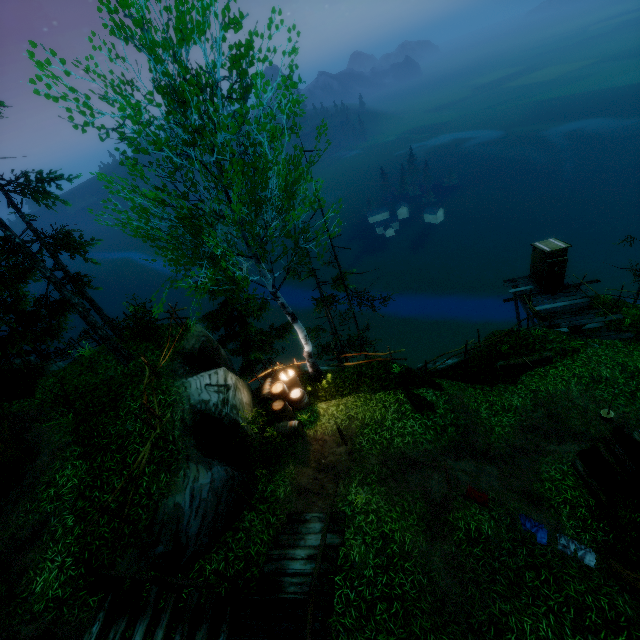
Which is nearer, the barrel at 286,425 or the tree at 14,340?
the tree at 14,340

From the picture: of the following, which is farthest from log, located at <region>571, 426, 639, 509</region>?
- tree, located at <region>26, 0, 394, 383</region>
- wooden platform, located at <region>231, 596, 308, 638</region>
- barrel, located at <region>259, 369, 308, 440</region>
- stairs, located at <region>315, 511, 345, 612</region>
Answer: tree, located at <region>26, 0, 394, 383</region>

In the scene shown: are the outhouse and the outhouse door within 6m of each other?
yes

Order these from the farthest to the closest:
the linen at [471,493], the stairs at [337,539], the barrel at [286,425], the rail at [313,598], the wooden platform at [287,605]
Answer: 1. the barrel at [286,425]
2. the linen at [471,493]
3. the stairs at [337,539]
4. the wooden platform at [287,605]
5. the rail at [313,598]

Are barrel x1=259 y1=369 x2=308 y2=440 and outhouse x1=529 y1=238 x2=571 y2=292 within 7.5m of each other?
no

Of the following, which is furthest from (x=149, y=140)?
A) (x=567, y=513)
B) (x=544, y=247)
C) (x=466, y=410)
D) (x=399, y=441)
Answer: (x=544, y=247)

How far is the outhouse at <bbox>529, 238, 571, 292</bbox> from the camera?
16.4 meters

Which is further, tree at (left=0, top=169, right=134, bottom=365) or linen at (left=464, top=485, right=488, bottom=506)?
tree at (left=0, top=169, right=134, bottom=365)
